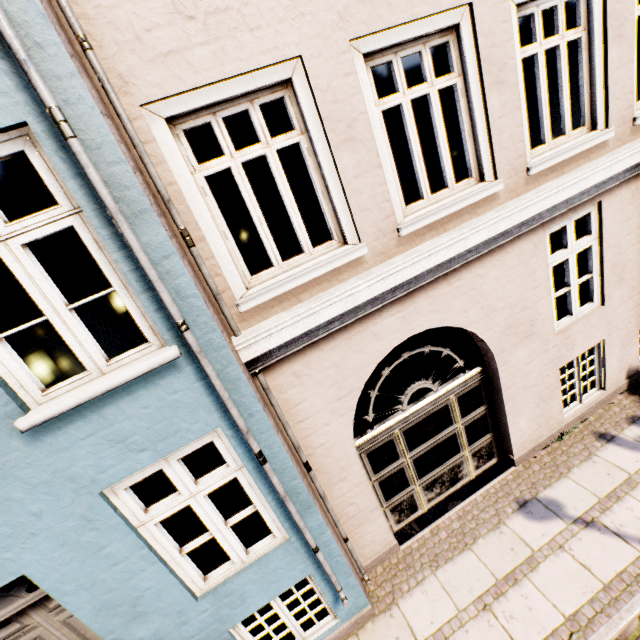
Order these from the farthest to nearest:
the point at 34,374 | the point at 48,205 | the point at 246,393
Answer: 1. the point at 48,205
2. the point at 34,374
3. the point at 246,393
